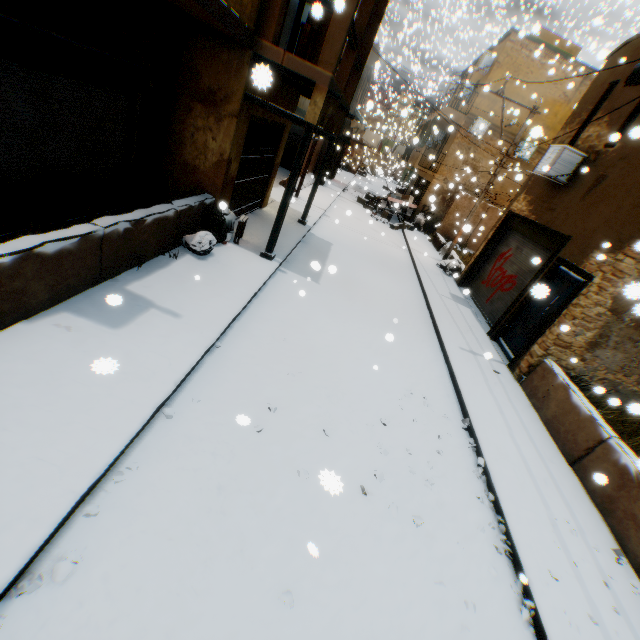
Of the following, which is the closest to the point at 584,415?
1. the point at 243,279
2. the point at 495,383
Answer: the point at 495,383

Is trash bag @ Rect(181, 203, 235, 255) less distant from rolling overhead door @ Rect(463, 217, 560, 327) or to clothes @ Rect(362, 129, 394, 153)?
rolling overhead door @ Rect(463, 217, 560, 327)

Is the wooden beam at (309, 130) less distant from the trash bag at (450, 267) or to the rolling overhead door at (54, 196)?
the rolling overhead door at (54, 196)

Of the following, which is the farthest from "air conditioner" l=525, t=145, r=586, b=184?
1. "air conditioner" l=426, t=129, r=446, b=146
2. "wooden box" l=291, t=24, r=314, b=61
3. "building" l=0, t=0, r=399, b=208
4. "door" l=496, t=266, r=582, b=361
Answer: "air conditioner" l=426, t=129, r=446, b=146

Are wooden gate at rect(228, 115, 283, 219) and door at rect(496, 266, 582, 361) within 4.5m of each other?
yes

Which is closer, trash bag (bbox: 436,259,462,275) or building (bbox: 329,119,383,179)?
trash bag (bbox: 436,259,462,275)

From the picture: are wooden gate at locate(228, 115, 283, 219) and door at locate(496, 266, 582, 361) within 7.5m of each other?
yes

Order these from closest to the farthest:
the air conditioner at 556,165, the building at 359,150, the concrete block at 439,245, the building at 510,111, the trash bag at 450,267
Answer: the air conditioner at 556,165 < the trash bag at 450,267 < the concrete block at 439,245 < the building at 510,111 < the building at 359,150
